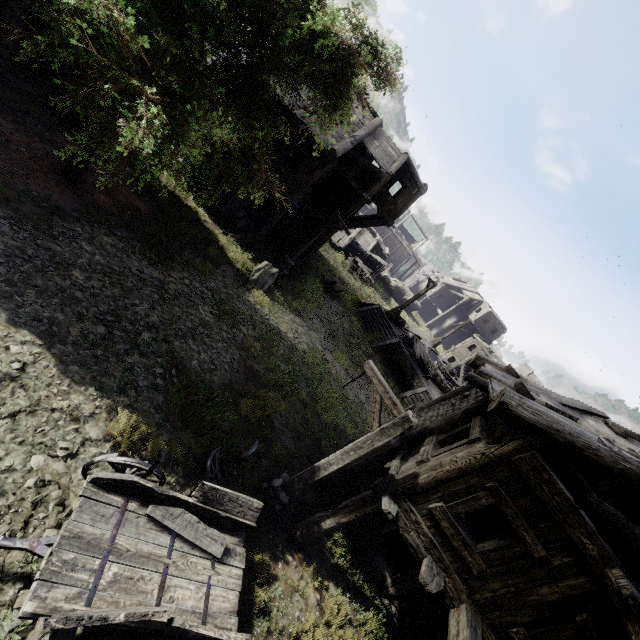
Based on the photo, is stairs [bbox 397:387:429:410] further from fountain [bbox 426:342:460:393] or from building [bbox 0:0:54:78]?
building [bbox 0:0:54:78]

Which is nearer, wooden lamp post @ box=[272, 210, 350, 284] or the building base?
Answer: wooden lamp post @ box=[272, 210, 350, 284]

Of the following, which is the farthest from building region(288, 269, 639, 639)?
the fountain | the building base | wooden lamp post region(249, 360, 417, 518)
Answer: the fountain

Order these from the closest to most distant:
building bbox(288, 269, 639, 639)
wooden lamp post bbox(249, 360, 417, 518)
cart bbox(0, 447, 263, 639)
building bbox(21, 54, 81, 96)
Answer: cart bbox(0, 447, 263, 639) < building bbox(288, 269, 639, 639) < wooden lamp post bbox(249, 360, 417, 518) < building bbox(21, 54, 81, 96)

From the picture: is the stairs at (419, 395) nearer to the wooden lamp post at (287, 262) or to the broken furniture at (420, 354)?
the broken furniture at (420, 354)

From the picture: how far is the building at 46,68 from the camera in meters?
11.9 m

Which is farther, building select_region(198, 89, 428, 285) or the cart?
building select_region(198, 89, 428, 285)

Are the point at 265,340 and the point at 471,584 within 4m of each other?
no
